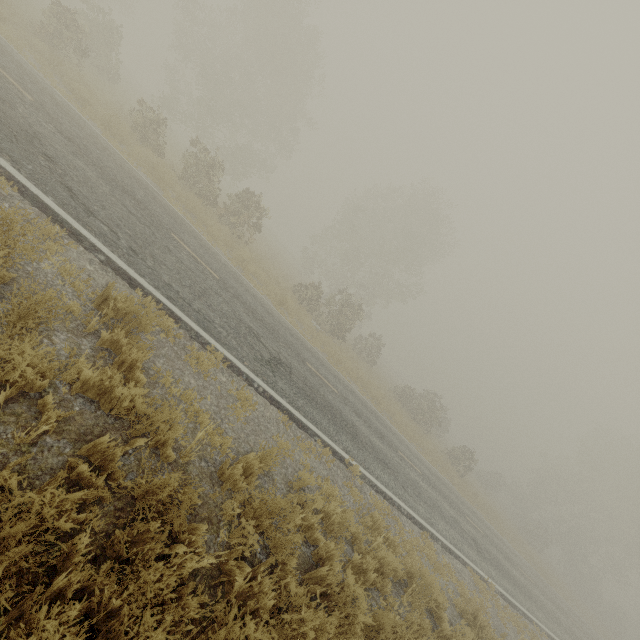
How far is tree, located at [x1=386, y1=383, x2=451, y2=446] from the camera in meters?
27.4 m

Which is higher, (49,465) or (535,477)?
(535,477)

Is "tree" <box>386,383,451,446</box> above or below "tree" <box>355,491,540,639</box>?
above

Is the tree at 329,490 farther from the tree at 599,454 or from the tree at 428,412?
the tree at 599,454

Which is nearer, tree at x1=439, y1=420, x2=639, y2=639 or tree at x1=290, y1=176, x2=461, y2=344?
tree at x1=290, y1=176, x2=461, y2=344

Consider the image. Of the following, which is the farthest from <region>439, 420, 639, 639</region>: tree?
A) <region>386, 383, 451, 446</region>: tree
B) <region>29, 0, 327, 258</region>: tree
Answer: <region>29, 0, 327, 258</region>: tree

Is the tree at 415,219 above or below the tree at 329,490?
above

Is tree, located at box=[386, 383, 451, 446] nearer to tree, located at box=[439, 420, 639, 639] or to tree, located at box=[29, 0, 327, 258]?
tree, located at box=[29, 0, 327, 258]
